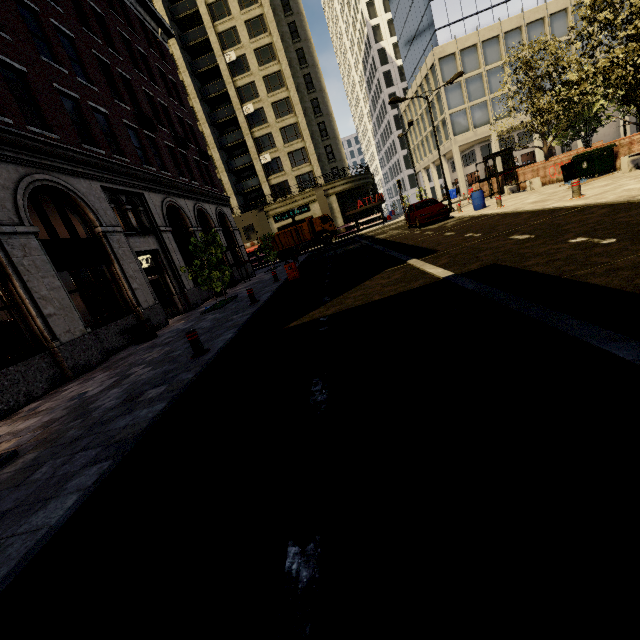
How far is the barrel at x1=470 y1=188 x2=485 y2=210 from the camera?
17.0 meters

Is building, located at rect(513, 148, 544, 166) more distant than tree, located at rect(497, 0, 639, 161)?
Yes

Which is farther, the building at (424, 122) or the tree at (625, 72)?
the building at (424, 122)

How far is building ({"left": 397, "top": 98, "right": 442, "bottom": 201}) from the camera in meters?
45.6

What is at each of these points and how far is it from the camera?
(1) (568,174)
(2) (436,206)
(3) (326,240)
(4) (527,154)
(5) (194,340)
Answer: (1) trash bin, 15.5 meters
(2) car, 18.2 meters
(3) truck, 34.5 meters
(4) building, 53.4 meters
(5) metal bar, 6.8 meters

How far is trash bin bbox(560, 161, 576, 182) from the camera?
15.1m

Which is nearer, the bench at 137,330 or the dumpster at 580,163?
the bench at 137,330

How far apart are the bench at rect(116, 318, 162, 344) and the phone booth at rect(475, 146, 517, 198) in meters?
21.1 m
